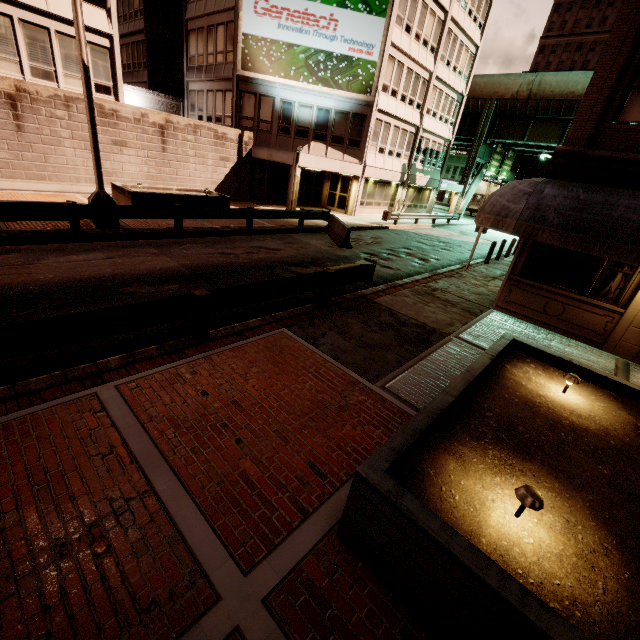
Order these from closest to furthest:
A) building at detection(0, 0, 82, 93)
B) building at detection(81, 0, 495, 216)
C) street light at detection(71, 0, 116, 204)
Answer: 1. street light at detection(71, 0, 116, 204)
2. building at detection(0, 0, 82, 93)
3. building at detection(81, 0, 495, 216)

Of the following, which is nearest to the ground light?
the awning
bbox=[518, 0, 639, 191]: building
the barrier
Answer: the awning

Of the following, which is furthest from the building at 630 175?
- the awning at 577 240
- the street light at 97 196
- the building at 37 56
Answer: the building at 37 56

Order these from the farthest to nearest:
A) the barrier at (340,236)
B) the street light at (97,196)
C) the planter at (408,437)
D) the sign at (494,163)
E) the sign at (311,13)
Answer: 1. the sign at (494,163)
2. the sign at (311,13)
3. the barrier at (340,236)
4. the street light at (97,196)
5. the planter at (408,437)

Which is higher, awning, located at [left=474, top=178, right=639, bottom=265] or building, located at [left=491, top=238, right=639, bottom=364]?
awning, located at [left=474, top=178, right=639, bottom=265]

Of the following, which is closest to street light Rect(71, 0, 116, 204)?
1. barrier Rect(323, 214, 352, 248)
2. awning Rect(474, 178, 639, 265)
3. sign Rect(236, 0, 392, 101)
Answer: barrier Rect(323, 214, 352, 248)

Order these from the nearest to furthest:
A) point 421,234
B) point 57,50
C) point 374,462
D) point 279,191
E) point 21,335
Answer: point 374,462 → point 21,335 → point 57,50 → point 421,234 → point 279,191

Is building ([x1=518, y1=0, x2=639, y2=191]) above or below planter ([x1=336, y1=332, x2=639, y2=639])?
above
